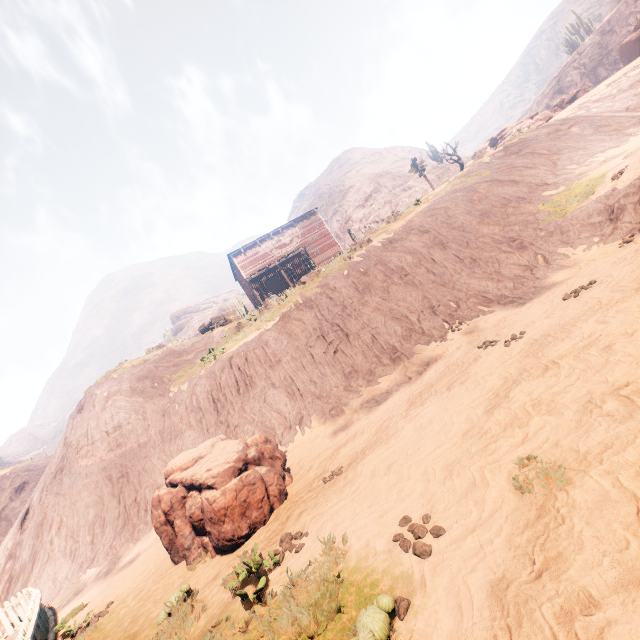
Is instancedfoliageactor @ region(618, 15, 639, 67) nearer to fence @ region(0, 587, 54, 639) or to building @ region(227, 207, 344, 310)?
building @ region(227, 207, 344, 310)

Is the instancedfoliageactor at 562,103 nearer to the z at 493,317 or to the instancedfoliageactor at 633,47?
the instancedfoliageactor at 633,47

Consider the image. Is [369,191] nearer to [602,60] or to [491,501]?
[602,60]

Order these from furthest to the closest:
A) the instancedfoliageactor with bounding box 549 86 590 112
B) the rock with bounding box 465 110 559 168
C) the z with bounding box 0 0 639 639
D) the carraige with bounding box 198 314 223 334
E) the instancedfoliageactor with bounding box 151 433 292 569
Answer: the instancedfoliageactor with bounding box 549 86 590 112
the carraige with bounding box 198 314 223 334
the rock with bounding box 465 110 559 168
the instancedfoliageactor with bounding box 151 433 292 569
the z with bounding box 0 0 639 639

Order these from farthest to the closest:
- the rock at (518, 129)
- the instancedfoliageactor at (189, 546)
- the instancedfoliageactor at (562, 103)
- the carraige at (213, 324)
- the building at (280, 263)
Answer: the instancedfoliageactor at (562, 103)
the building at (280, 263)
the carraige at (213, 324)
the rock at (518, 129)
the instancedfoliageactor at (189, 546)

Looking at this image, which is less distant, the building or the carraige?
the carraige

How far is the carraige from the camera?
25.1 meters

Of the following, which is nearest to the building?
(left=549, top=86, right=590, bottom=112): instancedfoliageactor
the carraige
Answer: the carraige
